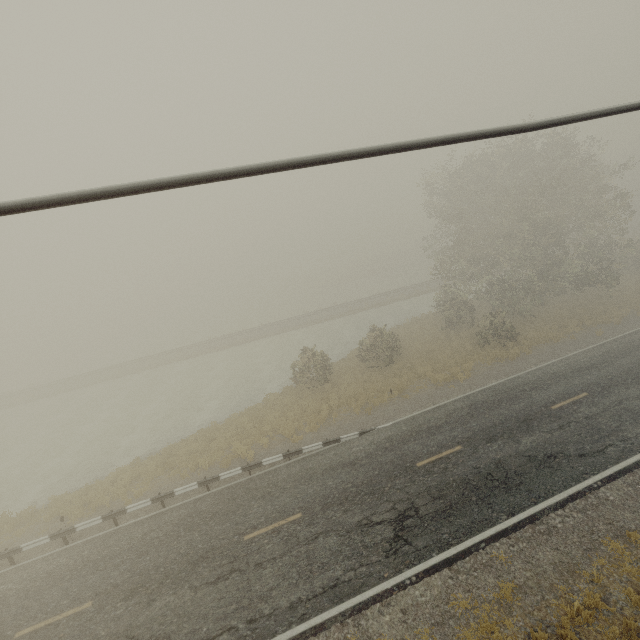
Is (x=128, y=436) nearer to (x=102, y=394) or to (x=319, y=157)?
(x=102, y=394)
